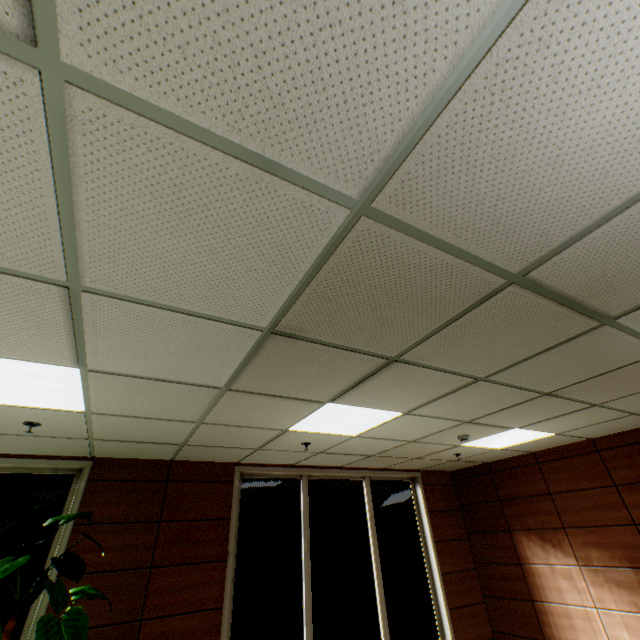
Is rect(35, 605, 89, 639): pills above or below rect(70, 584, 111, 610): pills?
below

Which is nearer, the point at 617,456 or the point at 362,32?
the point at 362,32

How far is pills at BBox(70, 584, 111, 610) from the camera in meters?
3.2

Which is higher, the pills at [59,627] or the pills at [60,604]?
the pills at [60,604]

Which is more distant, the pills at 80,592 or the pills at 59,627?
the pills at 80,592

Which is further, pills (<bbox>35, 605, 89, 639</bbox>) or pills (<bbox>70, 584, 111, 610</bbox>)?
Result: pills (<bbox>70, 584, 111, 610</bbox>)
